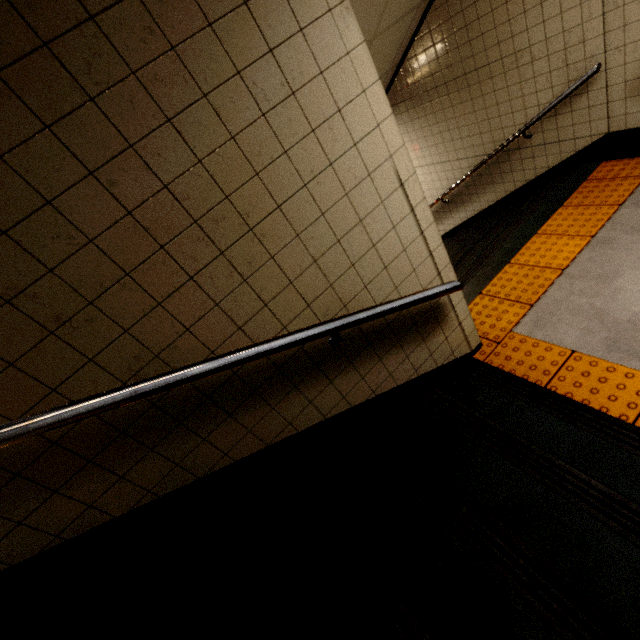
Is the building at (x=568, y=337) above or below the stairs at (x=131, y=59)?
below

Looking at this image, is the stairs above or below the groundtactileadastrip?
above

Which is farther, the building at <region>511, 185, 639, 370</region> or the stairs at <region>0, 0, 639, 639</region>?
the building at <region>511, 185, 639, 370</region>

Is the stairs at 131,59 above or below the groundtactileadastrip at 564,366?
above

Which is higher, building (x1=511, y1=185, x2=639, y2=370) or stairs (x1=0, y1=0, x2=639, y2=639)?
stairs (x1=0, y1=0, x2=639, y2=639)

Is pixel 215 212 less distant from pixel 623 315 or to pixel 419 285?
pixel 419 285

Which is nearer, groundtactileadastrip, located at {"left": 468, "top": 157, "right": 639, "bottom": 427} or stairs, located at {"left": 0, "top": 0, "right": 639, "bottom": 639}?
stairs, located at {"left": 0, "top": 0, "right": 639, "bottom": 639}
